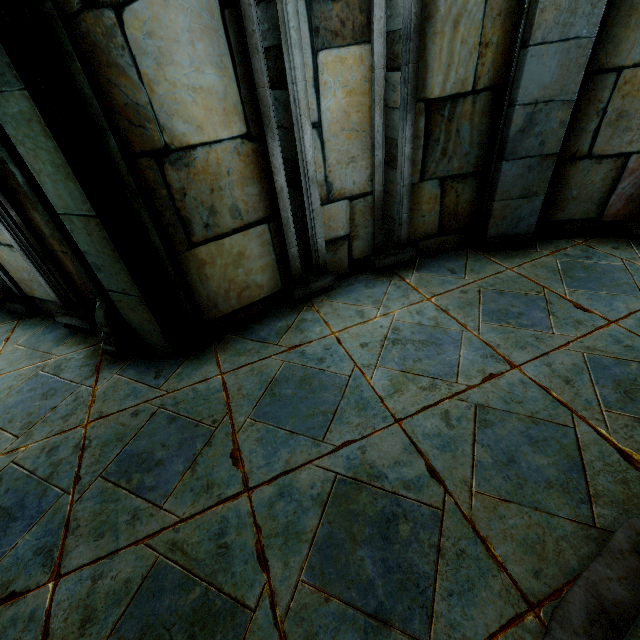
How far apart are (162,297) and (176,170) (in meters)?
0.88
